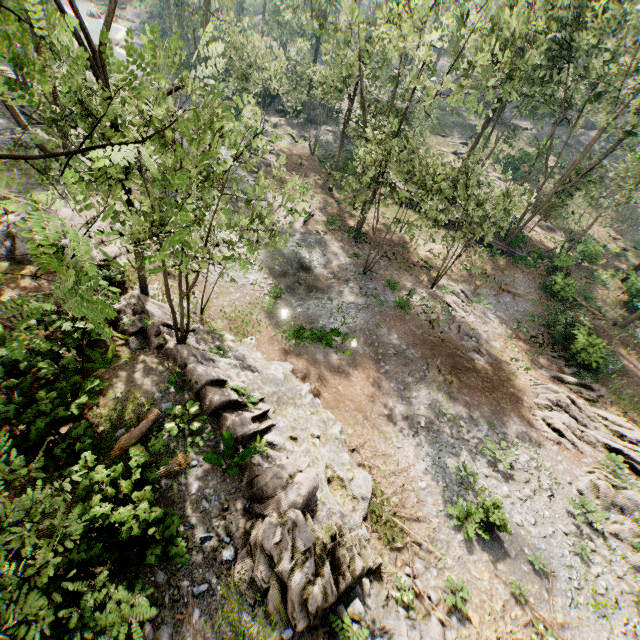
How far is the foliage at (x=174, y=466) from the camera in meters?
7.2 m

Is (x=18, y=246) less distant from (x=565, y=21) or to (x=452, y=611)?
(x=452, y=611)

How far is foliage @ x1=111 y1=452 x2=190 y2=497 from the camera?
7.2m

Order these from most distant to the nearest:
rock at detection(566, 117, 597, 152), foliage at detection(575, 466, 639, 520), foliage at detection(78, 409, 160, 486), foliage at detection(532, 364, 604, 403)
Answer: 1. rock at detection(566, 117, 597, 152)
2. foliage at detection(532, 364, 604, 403)
3. foliage at detection(575, 466, 639, 520)
4. foliage at detection(78, 409, 160, 486)

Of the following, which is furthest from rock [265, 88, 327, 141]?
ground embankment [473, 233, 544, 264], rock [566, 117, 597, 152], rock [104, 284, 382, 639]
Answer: rock [104, 284, 382, 639]

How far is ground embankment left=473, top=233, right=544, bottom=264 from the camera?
29.79m

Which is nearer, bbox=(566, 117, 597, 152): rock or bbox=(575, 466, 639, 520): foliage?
bbox=(575, 466, 639, 520): foliage

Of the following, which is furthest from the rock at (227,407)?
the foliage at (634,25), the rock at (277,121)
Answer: the rock at (277,121)
